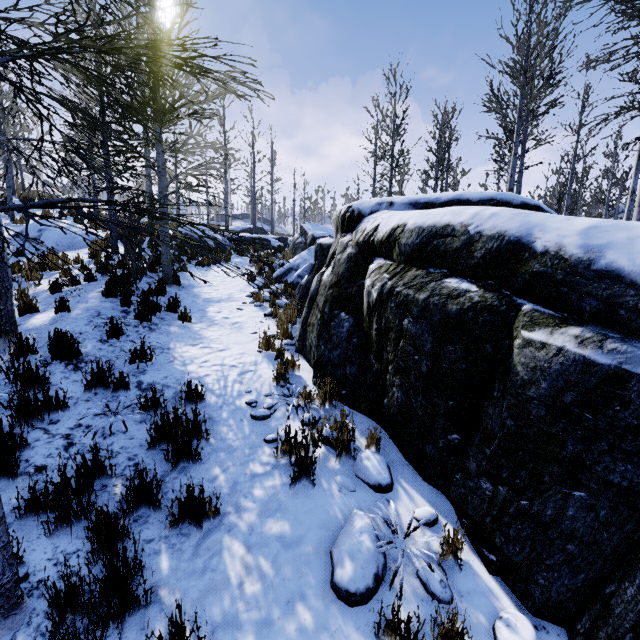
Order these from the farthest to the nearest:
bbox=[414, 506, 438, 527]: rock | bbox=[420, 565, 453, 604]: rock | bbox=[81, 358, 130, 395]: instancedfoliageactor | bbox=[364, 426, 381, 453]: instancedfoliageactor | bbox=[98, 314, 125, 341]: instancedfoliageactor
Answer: bbox=[98, 314, 125, 341]: instancedfoliageactor < bbox=[81, 358, 130, 395]: instancedfoliageactor < bbox=[364, 426, 381, 453]: instancedfoliageactor < bbox=[414, 506, 438, 527]: rock < bbox=[420, 565, 453, 604]: rock

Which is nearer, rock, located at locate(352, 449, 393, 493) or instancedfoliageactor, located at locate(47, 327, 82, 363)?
rock, located at locate(352, 449, 393, 493)

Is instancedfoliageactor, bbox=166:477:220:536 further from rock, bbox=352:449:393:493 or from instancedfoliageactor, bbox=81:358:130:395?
instancedfoliageactor, bbox=81:358:130:395

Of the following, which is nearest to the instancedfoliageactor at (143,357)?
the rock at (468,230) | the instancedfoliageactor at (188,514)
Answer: the rock at (468,230)

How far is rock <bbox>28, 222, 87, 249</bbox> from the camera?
12.0m

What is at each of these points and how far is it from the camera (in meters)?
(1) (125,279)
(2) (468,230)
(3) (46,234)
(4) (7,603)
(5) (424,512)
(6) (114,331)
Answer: (1) instancedfoliageactor, 7.93
(2) rock, 2.94
(3) rock, 12.23
(4) instancedfoliageactor, 1.89
(5) rock, 2.88
(6) instancedfoliageactor, 5.47

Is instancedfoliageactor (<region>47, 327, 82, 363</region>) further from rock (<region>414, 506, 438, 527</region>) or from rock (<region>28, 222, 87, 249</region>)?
rock (<region>28, 222, 87, 249</region>)

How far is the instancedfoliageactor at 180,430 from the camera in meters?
3.2 m
